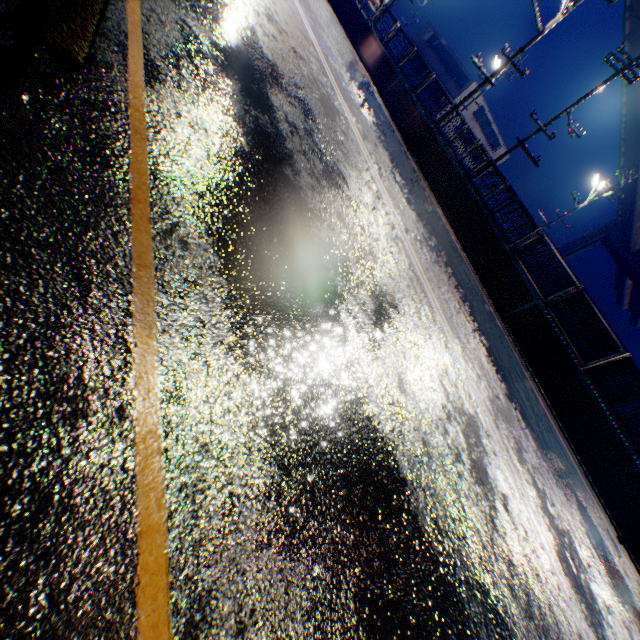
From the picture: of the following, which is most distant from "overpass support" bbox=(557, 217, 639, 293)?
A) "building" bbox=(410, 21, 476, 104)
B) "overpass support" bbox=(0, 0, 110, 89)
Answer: "building" bbox=(410, 21, 476, 104)

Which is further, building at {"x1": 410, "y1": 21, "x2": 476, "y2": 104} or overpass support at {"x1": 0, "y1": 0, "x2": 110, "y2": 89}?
building at {"x1": 410, "y1": 21, "x2": 476, "y2": 104}

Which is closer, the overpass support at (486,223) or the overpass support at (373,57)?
the overpass support at (486,223)

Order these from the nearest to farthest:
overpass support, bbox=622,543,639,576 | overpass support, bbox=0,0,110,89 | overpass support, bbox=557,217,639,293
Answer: overpass support, bbox=0,0,110,89 → overpass support, bbox=622,543,639,576 → overpass support, bbox=557,217,639,293

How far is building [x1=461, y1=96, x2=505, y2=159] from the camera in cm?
4634

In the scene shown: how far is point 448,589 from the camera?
2.9 meters

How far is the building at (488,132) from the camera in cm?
4634

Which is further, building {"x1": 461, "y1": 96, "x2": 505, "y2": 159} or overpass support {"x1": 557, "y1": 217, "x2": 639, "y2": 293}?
overpass support {"x1": 557, "y1": 217, "x2": 639, "y2": 293}
